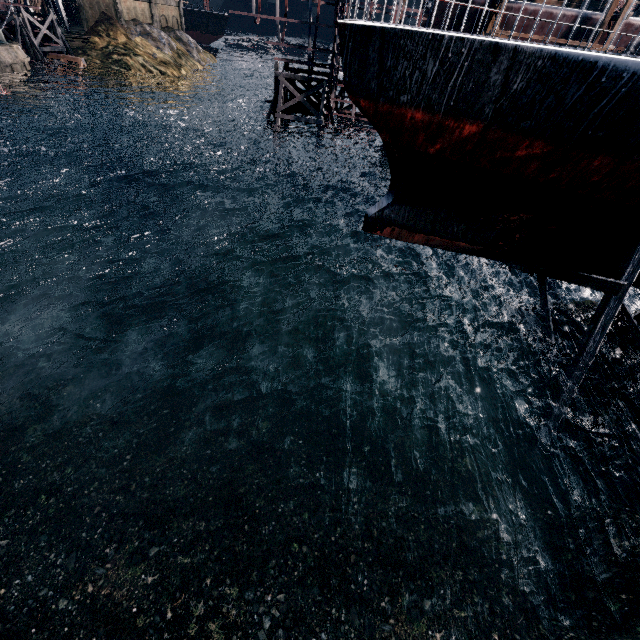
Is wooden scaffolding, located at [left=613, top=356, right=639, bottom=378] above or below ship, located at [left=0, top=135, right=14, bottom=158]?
above

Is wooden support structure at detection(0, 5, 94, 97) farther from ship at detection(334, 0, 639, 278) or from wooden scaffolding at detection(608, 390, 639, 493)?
wooden scaffolding at detection(608, 390, 639, 493)

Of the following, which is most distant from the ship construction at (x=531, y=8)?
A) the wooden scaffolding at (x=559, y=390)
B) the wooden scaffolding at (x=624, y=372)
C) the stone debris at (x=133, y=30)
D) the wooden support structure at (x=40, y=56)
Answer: the stone debris at (x=133, y=30)

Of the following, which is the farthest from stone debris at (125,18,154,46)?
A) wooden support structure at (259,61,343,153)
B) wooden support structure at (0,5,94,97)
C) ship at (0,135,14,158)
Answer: wooden support structure at (259,61,343,153)

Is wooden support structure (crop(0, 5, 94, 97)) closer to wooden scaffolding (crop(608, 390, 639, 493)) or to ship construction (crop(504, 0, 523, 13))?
ship construction (crop(504, 0, 523, 13))

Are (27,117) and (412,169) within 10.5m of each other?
no

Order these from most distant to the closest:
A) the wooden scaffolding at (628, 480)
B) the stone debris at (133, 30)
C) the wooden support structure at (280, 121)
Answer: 1. the stone debris at (133, 30)
2. the wooden support structure at (280, 121)
3. the wooden scaffolding at (628, 480)

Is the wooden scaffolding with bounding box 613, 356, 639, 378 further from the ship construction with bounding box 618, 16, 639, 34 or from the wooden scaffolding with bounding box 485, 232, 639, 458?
the ship construction with bounding box 618, 16, 639, 34
